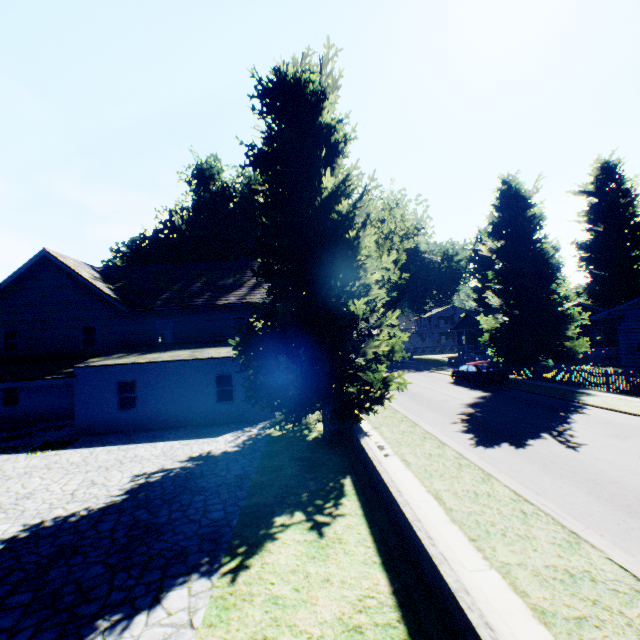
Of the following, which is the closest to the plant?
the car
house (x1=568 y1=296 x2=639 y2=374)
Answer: house (x1=568 y1=296 x2=639 y2=374)

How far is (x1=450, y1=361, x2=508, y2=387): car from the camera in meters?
21.9 m

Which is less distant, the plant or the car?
the plant

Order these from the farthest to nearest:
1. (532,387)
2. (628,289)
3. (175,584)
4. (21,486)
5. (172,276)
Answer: (628,289)
(172,276)
(532,387)
(21,486)
(175,584)

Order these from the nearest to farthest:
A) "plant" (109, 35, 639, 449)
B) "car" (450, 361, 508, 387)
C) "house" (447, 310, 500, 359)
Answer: "plant" (109, 35, 639, 449), "car" (450, 361, 508, 387), "house" (447, 310, 500, 359)

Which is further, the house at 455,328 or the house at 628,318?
the house at 455,328

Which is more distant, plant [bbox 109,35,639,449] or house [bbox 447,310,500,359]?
house [bbox 447,310,500,359]

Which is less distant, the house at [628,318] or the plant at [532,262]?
the plant at [532,262]
